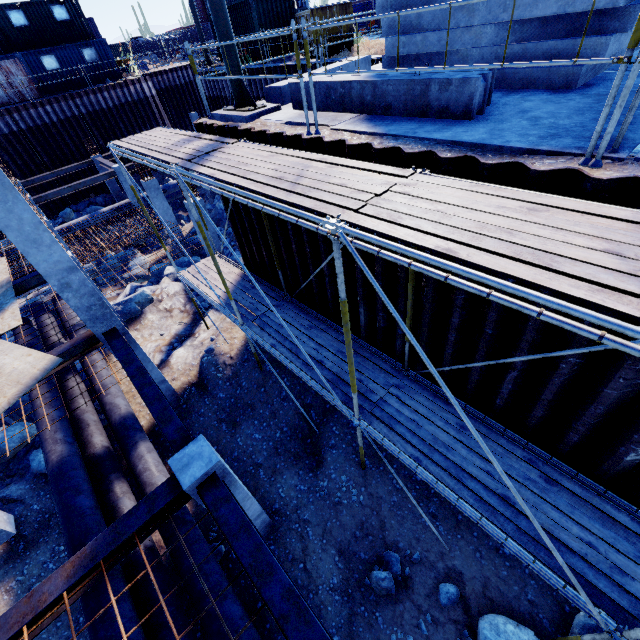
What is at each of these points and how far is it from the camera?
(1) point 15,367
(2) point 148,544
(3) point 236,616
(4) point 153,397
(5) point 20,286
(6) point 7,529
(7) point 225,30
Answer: (1) plywood, 7.2m
(2) pipe, 6.8m
(3) pipe, 5.7m
(4) steel beam, 6.0m
(5) steel beam, 10.4m
(6) concrete column, 8.2m
(7) floodlight pole, 6.3m

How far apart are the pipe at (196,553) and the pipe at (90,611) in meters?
0.1 m

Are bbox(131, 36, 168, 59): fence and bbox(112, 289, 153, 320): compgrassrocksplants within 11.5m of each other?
no

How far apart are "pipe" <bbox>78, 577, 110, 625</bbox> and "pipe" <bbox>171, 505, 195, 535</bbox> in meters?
0.1

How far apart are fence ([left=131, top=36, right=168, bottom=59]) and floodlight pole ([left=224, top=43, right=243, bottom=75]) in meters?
51.3 m

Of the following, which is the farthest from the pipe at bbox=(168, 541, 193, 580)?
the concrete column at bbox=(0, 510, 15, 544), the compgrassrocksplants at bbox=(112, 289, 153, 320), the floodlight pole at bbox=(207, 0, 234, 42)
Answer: the floodlight pole at bbox=(207, 0, 234, 42)
